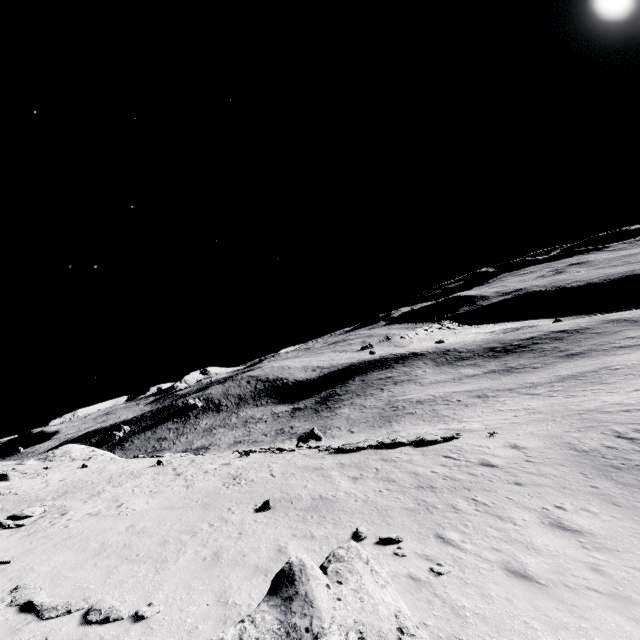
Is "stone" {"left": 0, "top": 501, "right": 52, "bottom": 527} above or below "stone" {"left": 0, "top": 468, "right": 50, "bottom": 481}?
below

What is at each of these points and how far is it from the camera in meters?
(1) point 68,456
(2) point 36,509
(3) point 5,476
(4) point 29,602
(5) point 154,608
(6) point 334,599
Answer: (1) stone, 35.3 m
(2) stone, 14.6 m
(3) stone, 23.1 m
(4) stone, 7.6 m
(5) stone, 7.3 m
(6) stone, 4.1 m

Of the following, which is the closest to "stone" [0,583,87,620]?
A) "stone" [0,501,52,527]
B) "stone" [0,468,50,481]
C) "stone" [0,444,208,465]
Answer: "stone" [0,501,52,527]

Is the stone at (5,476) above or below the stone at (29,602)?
above

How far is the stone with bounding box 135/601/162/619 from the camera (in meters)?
7.05

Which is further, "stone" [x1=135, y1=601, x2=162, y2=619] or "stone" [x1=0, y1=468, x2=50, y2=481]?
"stone" [x1=0, y1=468, x2=50, y2=481]

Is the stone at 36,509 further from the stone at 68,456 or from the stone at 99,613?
the stone at 68,456
